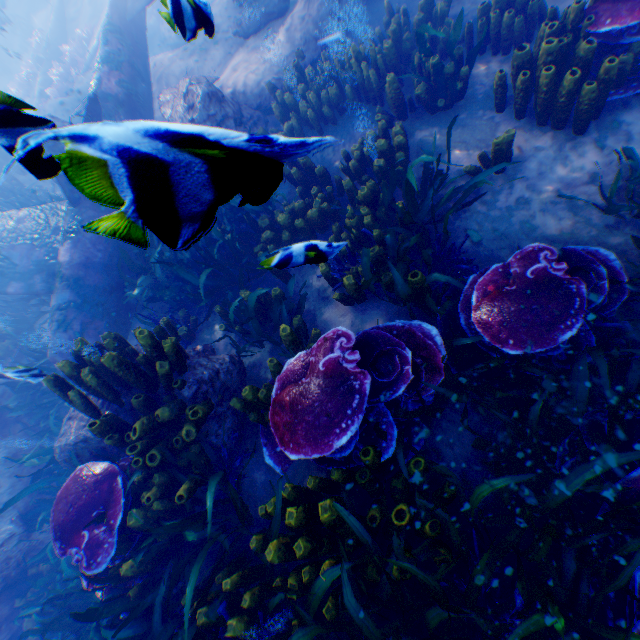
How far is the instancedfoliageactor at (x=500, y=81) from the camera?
3.9m

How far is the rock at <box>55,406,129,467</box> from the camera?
4.2m

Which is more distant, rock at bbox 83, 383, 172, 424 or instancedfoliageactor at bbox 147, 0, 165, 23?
rock at bbox 83, 383, 172, 424

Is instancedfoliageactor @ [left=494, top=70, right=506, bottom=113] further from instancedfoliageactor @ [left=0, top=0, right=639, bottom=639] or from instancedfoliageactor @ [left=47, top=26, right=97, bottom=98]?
instancedfoliageactor @ [left=47, top=26, right=97, bottom=98]

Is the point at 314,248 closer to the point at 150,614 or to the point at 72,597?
the point at 150,614

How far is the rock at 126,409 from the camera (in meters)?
3.90

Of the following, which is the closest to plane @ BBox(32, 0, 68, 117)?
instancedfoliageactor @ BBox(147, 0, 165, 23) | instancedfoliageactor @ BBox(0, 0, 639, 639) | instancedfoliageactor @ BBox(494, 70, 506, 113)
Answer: instancedfoliageactor @ BBox(0, 0, 639, 639)
